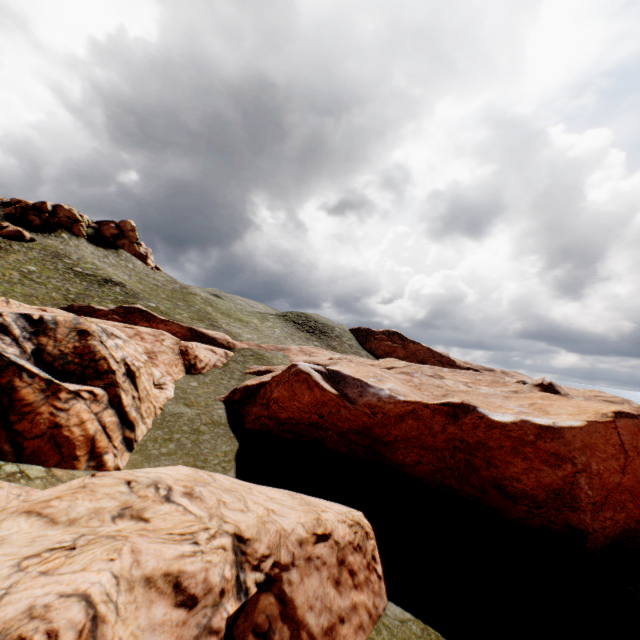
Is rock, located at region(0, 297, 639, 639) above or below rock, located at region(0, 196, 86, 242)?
below

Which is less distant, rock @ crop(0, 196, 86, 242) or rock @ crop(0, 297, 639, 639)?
rock @ crop(0, 297, 639, 639)

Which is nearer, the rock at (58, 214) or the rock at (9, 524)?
the rock at (9, 524)

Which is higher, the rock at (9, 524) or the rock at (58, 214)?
the rock at (58, 214)

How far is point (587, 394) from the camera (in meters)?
51.28
